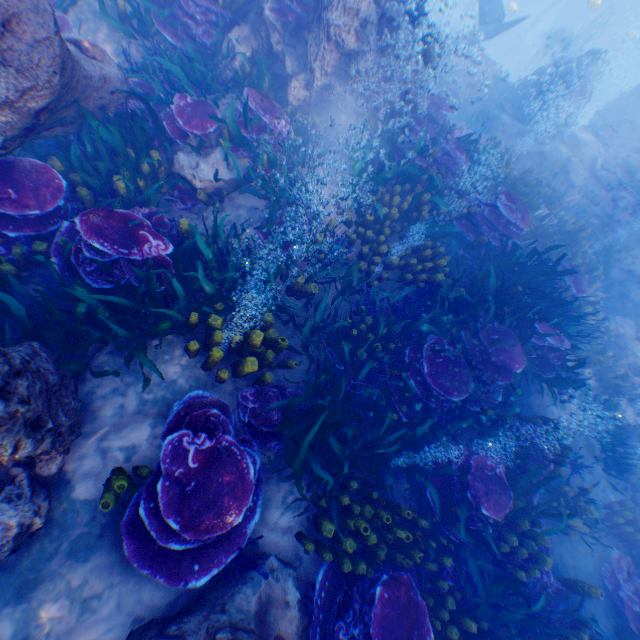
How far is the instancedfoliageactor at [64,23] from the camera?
6.01m

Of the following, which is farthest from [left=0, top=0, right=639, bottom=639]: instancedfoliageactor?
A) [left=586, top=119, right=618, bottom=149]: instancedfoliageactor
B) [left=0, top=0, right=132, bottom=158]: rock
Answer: [left=586, top=119, right=618, bottom=149]: instancedfoliageactor

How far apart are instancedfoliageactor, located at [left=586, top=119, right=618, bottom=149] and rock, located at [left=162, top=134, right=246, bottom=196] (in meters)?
15.93

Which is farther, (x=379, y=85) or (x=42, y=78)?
(x=379, y=85)

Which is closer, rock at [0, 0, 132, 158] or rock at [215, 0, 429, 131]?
rock at [0, 0, 132, 158]

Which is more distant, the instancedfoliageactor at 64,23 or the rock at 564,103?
the rock at 564,103

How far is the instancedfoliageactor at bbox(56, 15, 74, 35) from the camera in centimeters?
601cm
